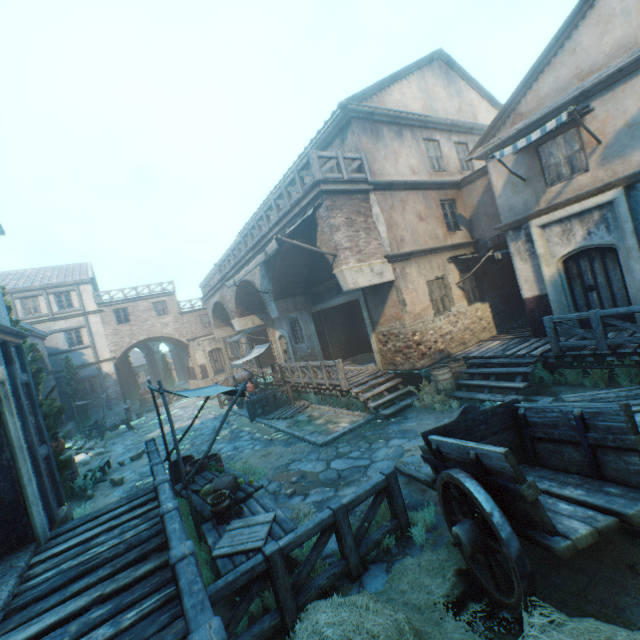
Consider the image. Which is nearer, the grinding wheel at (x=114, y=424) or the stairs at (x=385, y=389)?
the stairs at (x=385, y=389)

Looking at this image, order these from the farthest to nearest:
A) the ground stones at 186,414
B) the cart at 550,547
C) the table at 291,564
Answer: the ground stones at 186,414 → the table at 291,564 → the cart at 550,547

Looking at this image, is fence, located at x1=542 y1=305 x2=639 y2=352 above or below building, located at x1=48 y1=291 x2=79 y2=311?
below

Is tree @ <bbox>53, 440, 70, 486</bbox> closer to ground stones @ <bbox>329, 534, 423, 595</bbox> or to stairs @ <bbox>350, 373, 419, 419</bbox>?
ground stones @ <bbox>329, 534, 423, 595</bbox>

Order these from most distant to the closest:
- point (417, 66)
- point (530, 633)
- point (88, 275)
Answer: point (88, 275) → point (417, 66) → point (530, 633)

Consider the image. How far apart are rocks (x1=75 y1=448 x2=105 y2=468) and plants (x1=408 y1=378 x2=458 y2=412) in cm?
1428

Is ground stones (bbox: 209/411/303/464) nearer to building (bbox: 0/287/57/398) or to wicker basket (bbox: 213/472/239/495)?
building (bbox: 0/287/57/398)

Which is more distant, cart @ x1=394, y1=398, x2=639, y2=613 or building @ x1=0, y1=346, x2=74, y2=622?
building @ x1=0, y1=346, x2=74, y2=622
